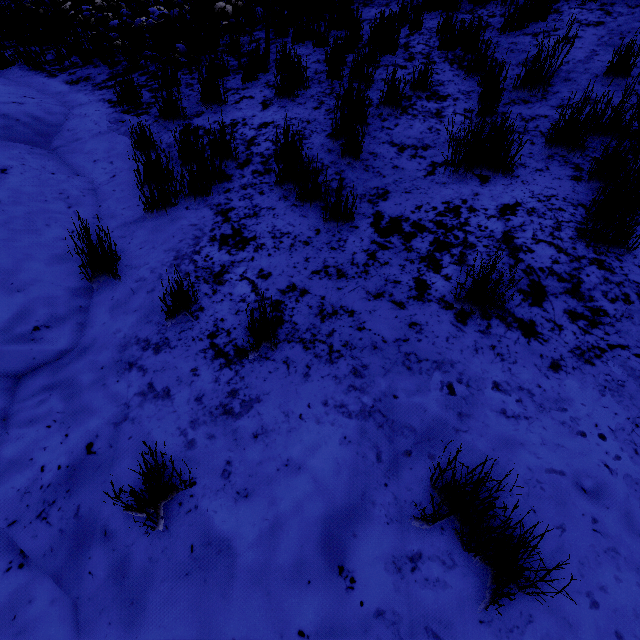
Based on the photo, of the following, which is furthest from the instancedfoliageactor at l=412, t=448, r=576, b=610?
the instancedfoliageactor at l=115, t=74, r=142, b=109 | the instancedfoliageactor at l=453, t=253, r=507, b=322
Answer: the instancedfoliageactor at l=115, t=74, r=142, b=109

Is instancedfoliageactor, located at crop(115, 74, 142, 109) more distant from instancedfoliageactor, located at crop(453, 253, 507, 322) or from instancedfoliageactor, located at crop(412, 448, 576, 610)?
instancedfoliageactor, located at crop(412, 448, 576, 610)

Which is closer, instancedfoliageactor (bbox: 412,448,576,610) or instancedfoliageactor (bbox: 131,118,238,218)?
instancedfoliageactor (bbox: 412,448,576,610)

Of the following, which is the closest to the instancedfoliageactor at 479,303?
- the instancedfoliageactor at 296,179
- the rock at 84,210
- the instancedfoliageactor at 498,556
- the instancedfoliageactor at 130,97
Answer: the instancedfoliageactor at 498,556

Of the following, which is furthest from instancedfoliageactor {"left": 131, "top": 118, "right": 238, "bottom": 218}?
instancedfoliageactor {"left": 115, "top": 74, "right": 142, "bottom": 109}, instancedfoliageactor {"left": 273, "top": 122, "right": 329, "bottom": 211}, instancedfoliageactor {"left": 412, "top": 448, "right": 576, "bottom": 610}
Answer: instancedfoliageactor {"left": 412, "top": 448, "right": 576, "bottom": 610}

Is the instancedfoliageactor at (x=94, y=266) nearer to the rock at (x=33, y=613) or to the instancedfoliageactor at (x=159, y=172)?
the rock at (x=33, y=613)

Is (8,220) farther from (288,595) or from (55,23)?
(55,23)

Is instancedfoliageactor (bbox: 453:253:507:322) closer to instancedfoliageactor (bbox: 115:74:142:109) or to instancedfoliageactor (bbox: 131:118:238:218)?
instancedfoliageactor (bbox: 131:118:238:218)
